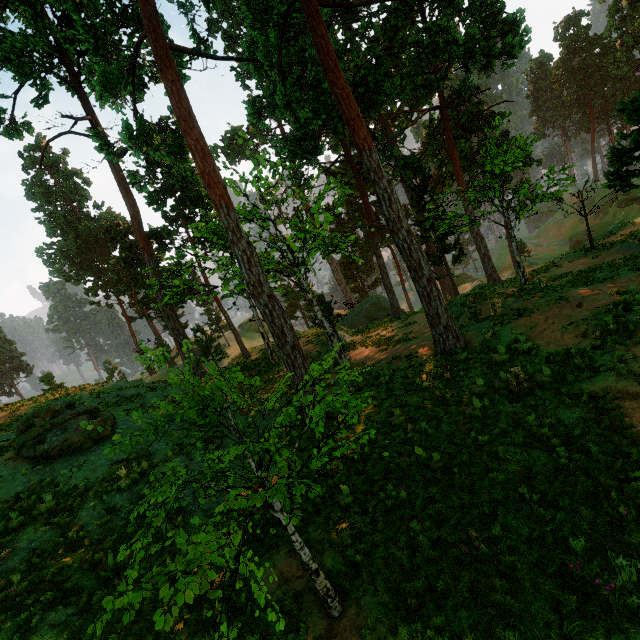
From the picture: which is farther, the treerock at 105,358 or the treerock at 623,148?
the treerock at 105,358

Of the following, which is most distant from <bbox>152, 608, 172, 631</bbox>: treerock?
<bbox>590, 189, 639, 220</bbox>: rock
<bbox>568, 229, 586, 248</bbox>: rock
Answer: <bbox>568, 229, 586, 248</bbox>: rock

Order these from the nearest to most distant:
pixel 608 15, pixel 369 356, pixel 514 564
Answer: pixel 514 564 < pixel 369 356 < pixel 608 15

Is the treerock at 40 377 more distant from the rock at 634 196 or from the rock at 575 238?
the rock at 575 238
